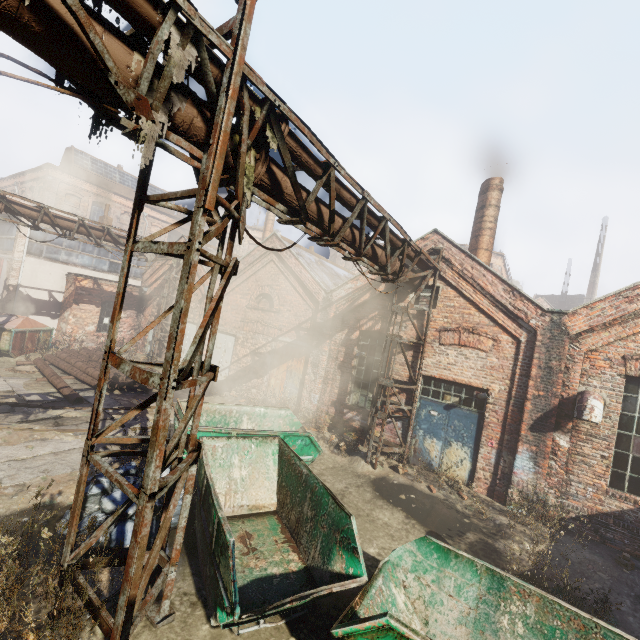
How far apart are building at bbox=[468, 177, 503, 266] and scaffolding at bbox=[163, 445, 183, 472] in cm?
→ 1092

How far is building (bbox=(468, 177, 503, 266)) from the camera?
11.5m

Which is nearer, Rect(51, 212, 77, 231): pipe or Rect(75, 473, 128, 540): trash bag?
Rect(75, 473, 128, 540): trash bag

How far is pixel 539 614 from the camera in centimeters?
382cm

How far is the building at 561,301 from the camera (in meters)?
33.06

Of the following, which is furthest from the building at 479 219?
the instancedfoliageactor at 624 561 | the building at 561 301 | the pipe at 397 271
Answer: the building at 561 301

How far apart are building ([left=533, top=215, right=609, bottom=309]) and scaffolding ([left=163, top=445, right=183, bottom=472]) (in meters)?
40.65

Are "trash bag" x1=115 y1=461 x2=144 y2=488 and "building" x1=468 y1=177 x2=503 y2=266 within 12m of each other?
yes
